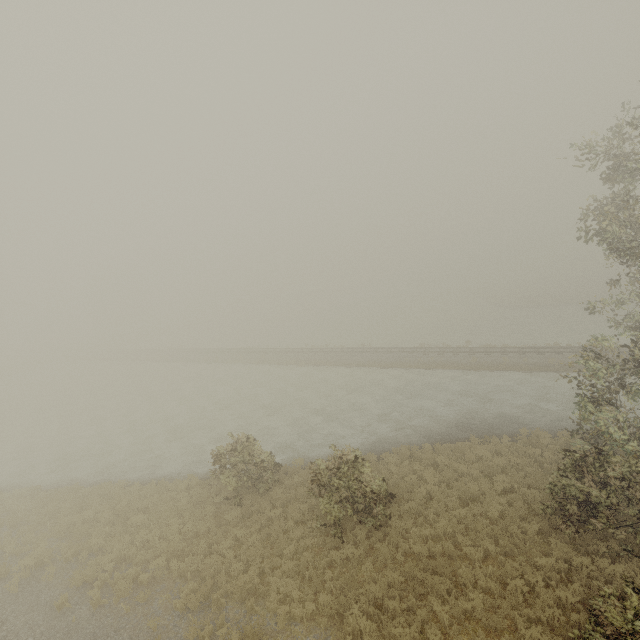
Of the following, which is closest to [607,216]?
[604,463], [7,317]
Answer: [604,463]
